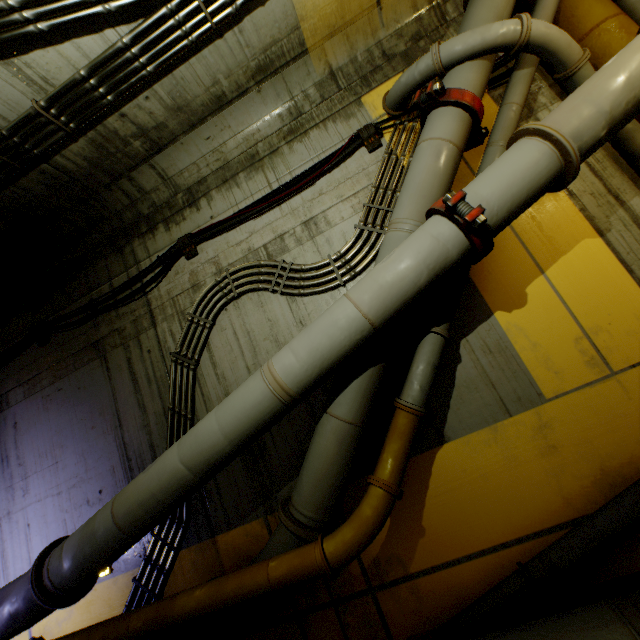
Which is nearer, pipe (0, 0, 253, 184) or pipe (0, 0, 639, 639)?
pipe (0, 0, 639, 639)

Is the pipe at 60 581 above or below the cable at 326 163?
below

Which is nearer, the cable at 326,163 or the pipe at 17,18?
the pipe at 17,18

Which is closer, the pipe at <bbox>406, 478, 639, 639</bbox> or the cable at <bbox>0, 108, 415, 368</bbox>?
the pipe at <bbox>406, 478, 639, 639</bbox>

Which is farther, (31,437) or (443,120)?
(31,437)

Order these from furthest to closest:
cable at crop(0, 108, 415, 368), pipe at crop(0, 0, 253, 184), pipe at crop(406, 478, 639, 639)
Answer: cable at crop(0, 108, 415, 368), pipe at crop(0, 0, 253, 184), pipe at crop(406, 478, 639, 639)
